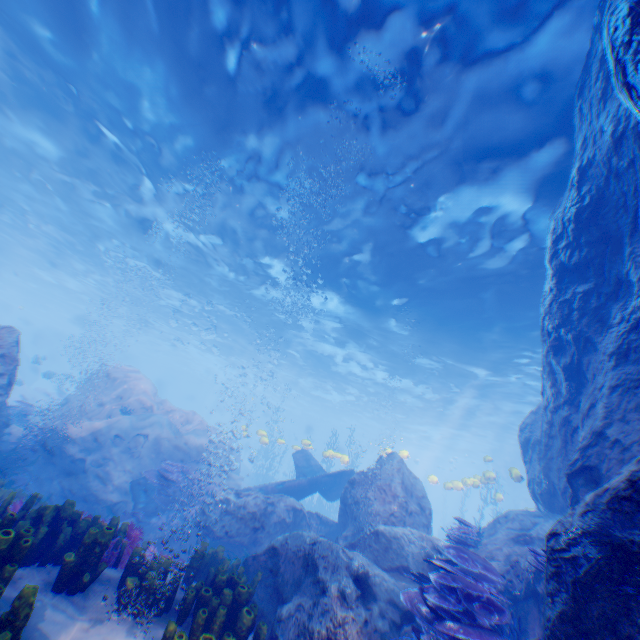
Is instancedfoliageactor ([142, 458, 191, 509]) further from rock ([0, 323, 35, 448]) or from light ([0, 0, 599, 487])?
light ([0, 0, 599, 487])

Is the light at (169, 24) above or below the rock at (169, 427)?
above

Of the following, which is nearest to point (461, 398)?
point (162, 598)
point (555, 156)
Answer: point (555, 156)

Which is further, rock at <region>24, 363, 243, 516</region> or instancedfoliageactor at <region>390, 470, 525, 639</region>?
rock at <region>24, 363, 243, 516</region>

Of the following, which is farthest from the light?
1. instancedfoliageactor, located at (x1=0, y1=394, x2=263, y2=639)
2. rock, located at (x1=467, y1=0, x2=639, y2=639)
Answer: instancedfoliageactor, located at (x1=0, y1=394, x2=263, y2=639)

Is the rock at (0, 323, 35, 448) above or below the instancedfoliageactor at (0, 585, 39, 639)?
above

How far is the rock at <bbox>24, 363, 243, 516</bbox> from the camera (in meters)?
11.69

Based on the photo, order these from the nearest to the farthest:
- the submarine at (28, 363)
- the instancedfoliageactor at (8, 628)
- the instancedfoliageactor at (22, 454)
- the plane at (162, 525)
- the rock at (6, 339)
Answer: the instancedfoliageactor at (8, 628) < the instancedfoliageactor at (22, 454) < the rock at (6, 339) < the plane at (162, 525) < the submarine at (28, 363)
